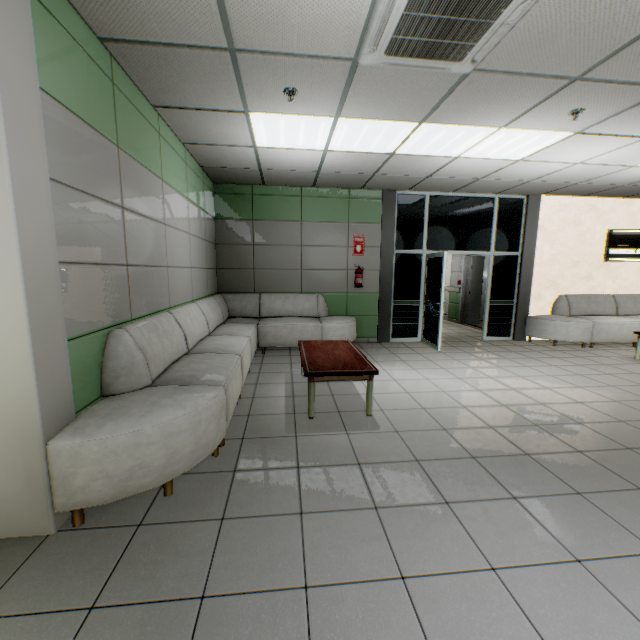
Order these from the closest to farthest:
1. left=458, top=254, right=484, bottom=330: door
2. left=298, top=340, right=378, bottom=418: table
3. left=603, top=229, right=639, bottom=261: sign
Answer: left=298, top=340, right=378, bottom=418: table < left=603, top=229, right=639, bottom=261: sign < left=458, top=254, right=484, bottom=330: door

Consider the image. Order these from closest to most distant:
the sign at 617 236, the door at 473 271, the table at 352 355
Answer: the table at 352 355 < the sign at 617 236 < the door at 473 271

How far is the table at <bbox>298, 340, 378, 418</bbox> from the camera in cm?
337

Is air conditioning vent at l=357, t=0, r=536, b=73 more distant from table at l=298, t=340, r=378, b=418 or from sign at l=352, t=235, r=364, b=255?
sign at l=352, t=235, r=364, b=255

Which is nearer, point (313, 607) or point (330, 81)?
point (313, 607)

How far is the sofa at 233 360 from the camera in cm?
191

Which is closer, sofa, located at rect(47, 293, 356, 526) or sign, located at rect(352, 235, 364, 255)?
sofa, located at rect(47, 293, 356, 526)

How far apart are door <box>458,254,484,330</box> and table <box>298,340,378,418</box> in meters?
5.4
